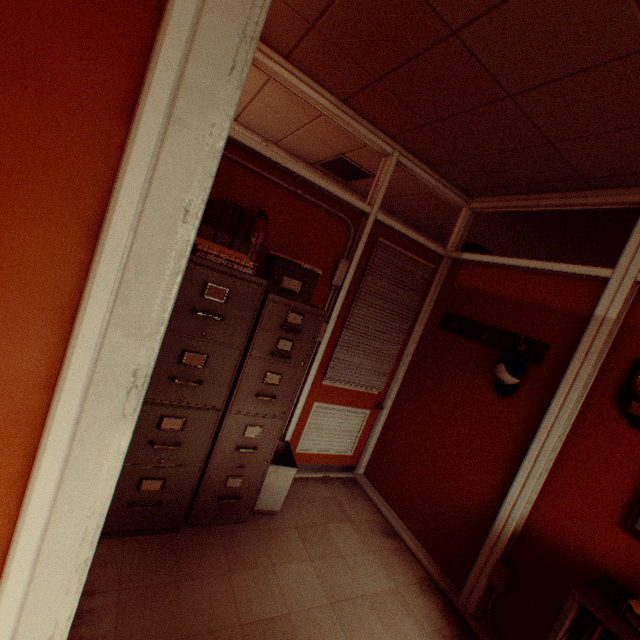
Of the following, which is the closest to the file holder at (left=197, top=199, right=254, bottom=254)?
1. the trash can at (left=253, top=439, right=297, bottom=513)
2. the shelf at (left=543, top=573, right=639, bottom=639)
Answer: the trash can at (left=253, top=439, right=297, bottom=513)

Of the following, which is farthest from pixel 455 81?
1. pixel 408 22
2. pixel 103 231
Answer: pixel 103 231

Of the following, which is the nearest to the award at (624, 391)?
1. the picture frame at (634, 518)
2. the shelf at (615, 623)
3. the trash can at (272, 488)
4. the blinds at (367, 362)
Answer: the picture frame at (634, 518)

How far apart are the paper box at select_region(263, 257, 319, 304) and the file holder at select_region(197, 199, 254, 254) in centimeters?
28cm

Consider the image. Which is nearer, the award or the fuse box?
the award

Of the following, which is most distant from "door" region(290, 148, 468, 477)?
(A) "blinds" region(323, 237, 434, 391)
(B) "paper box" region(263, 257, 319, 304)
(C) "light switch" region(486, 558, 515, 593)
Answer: (C) "light switch" region(486, 558, 515, 593)

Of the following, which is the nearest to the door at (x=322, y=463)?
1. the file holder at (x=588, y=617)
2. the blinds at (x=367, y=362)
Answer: the blinds at (x=367, y=362)

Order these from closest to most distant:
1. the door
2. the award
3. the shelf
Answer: the shelf < the award < the door
